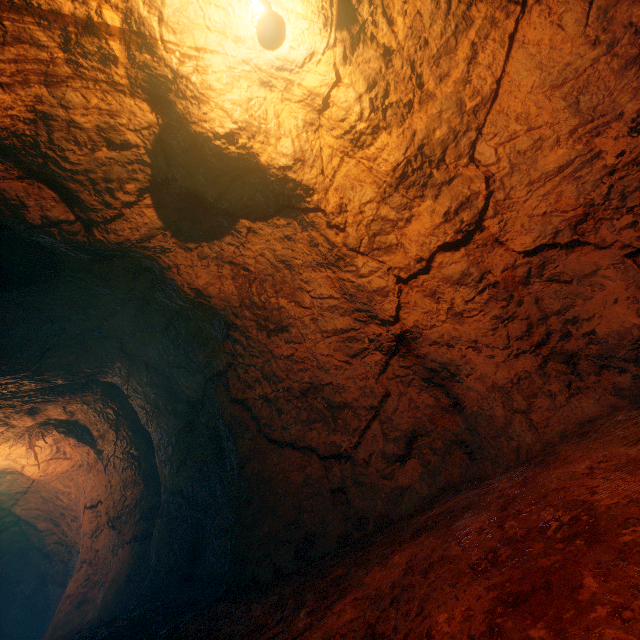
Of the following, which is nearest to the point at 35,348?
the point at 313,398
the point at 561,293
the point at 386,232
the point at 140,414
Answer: the point at 140,414
